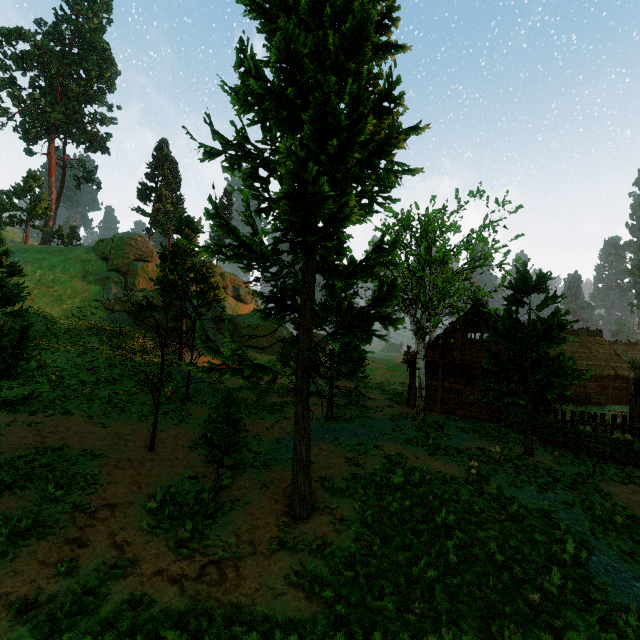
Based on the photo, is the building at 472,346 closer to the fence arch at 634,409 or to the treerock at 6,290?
the treerock at 6,290

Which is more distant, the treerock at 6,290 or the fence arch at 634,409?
the fence arch at 634,409

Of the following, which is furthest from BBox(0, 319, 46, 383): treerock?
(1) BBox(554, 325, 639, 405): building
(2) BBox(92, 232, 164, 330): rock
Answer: (2) BBox(92, 232, 164, 330): rock

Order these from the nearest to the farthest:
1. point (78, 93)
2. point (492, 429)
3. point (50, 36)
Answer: point (492, 429), point (50, 36), point (78, 93)

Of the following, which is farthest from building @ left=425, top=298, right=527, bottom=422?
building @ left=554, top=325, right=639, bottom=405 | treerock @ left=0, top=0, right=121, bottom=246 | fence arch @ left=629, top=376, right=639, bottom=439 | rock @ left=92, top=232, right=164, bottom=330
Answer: rock @ left=92, top=232, right=164, bottom=330

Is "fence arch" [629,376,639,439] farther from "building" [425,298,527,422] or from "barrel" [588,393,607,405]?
"barrel" [588,393,607,405]

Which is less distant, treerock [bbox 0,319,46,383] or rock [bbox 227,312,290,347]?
treerock [bbox 0,319,46,383]
